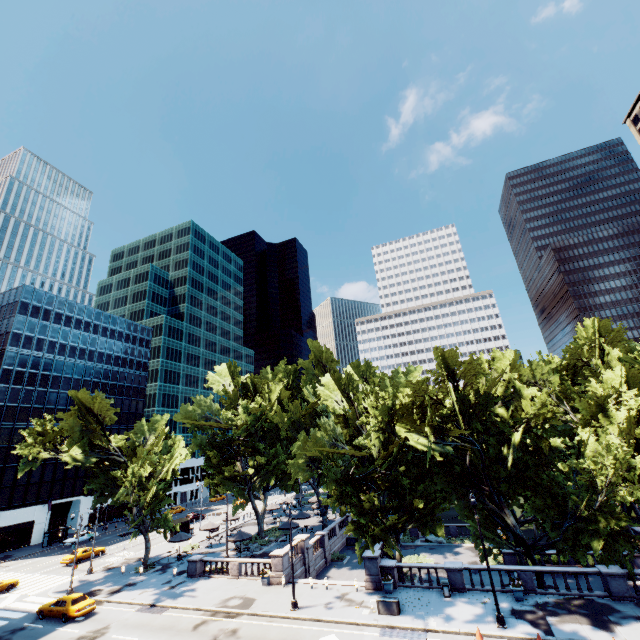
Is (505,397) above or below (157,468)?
above

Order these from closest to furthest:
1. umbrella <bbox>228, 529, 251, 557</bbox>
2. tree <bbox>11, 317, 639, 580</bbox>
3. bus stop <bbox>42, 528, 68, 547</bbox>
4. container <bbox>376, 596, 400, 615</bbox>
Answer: container <bbox>376, 596, 400, 615</bbox>, tree <bbox>11, 317, 639, 580</bbox>, umbrella <bbox>228, 529, 251, 557</bbox>, bus stop <bbox>42, 528, 68, 547</bbox>

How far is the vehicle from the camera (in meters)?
26.47

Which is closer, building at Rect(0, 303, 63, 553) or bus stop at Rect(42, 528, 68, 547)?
bus stop at Rect(42, 528, 68, 547)

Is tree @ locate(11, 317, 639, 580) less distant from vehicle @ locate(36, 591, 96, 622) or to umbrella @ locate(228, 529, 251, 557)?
umbrella @ locate(228, 529, 251, 557)

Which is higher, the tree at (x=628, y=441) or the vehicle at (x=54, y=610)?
the tree at (x=628, y=441)

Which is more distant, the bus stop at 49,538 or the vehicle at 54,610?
the bus stop at 49,538

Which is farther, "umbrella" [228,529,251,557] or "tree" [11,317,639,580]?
"umbrella" [228,529,251,557]
